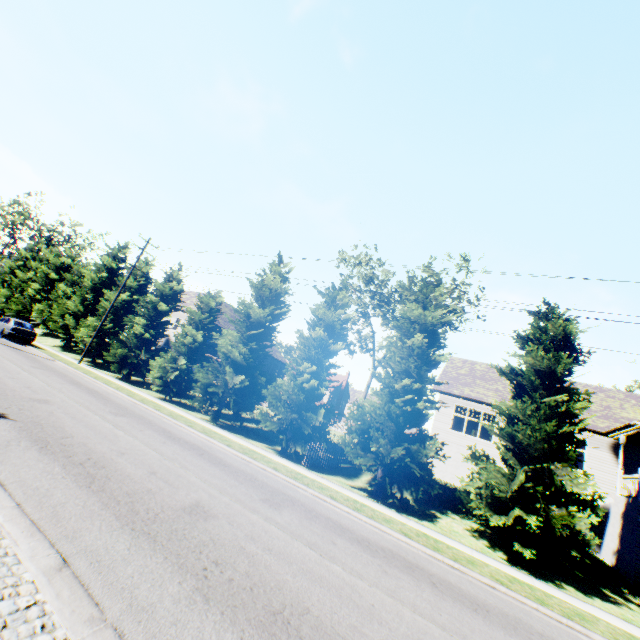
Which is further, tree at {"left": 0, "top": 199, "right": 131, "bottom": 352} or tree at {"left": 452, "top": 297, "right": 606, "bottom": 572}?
tree at {"left": 0, "top": 199, "right": 131, "bottom": 352}

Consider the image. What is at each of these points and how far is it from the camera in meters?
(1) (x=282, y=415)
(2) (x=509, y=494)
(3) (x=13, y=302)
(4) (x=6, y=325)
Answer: (1) tree, 16.7 m
(2) tree, 12.0 m
(3) tree, 36.6 m
(4) car, 25.0 m

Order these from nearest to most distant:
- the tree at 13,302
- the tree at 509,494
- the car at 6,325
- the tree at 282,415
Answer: the tree at 509,494 → the tree at 282,415 → the car at 6,325 → the tree at 13,302

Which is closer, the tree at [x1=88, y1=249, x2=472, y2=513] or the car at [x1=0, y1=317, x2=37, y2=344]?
the tree at [x1=88, y1=249, x2=472, y2=513]

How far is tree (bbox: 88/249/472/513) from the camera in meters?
15.1 m

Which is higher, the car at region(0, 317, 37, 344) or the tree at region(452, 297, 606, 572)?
the tree at region(452, 297, 606, 572)

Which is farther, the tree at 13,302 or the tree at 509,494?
the tree at 13,302
